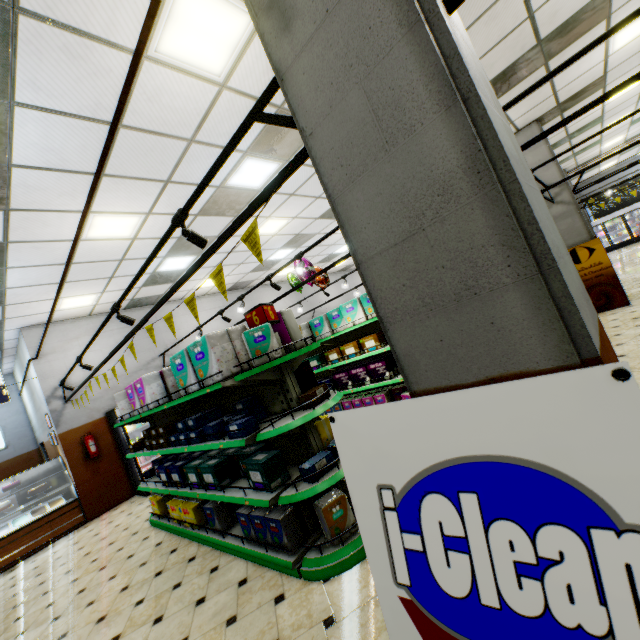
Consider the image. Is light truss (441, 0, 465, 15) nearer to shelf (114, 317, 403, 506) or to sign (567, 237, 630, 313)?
shelf (114, 317, 403, 506)

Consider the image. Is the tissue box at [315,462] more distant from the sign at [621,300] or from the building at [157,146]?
the sign at [621,300]

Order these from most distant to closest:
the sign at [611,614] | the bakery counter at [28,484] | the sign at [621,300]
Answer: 1. the sign at [621,300]
2. the bakery counter at [28,484]
3. the sign at [611,614]

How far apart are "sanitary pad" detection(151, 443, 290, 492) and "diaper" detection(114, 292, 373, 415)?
1.0m

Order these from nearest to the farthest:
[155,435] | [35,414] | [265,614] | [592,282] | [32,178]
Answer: [265,614], [32,178], [155,435], [592,282], [35,414]

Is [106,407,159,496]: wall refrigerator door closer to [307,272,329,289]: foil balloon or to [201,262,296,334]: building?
[201,262,296,334]: building

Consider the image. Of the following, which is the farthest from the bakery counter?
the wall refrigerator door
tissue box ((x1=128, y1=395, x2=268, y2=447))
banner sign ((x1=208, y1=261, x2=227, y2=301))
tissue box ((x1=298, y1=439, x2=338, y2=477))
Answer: banner sign ((x1=208, y1=261, x2=227, y2=301))

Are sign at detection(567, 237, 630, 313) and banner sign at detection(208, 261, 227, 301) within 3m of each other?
no
